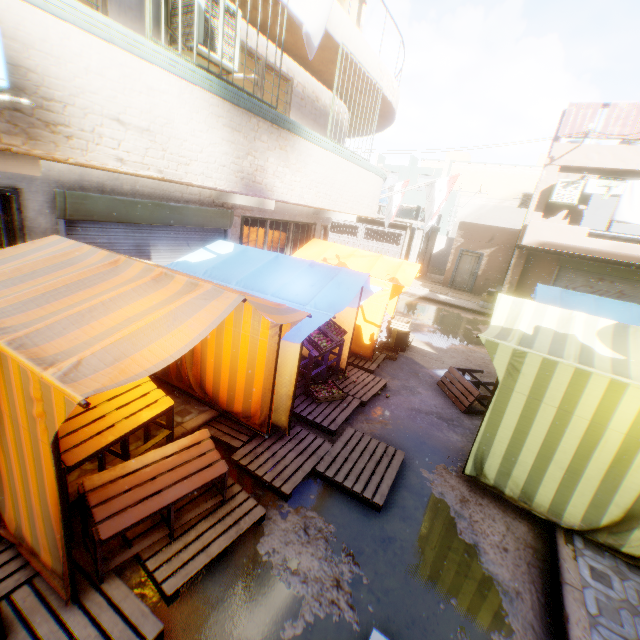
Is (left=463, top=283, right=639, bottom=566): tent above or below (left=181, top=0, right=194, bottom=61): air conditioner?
below

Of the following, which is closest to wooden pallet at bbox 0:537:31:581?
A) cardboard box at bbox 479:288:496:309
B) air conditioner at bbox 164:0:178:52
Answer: air conditioner at bbox 164:0:178:52

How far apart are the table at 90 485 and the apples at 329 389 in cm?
267

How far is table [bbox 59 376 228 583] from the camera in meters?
2.9 m

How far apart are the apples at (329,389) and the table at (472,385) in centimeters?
267cm

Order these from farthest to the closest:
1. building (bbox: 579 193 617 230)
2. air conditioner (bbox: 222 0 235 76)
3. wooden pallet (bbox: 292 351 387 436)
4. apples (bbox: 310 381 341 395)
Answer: building (bbox: 579 193 617 230)
apples (bbox: 310 381 341 395)
wooden pallet (bbox: 292 351 387 436)
air conditioner (bbox: 222 0 235 76)

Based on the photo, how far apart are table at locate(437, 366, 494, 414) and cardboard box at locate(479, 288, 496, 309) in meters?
9.3

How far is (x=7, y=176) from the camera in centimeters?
393cm
